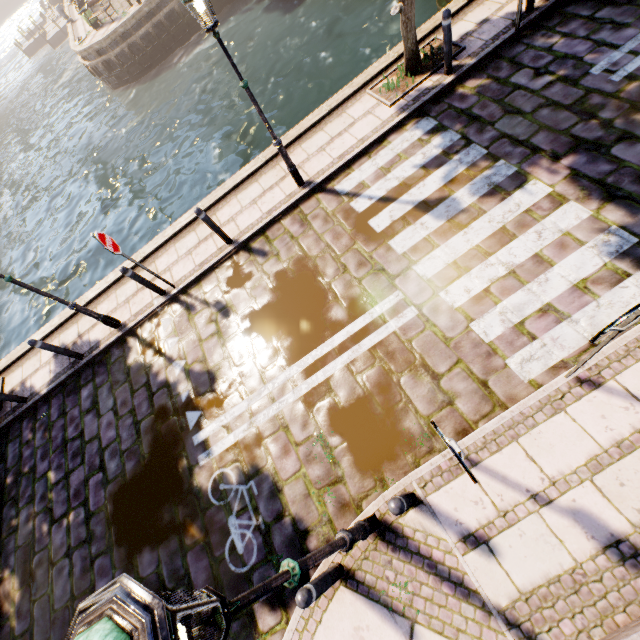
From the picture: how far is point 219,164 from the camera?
13.38m

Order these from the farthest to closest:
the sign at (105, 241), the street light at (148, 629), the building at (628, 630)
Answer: the sign at (105, 241), the building at (628, 630), the street light at (148, 629)

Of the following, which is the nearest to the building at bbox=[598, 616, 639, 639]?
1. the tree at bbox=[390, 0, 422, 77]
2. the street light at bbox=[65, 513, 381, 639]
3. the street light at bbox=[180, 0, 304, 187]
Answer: the street light at bbox=[65, 513, 381, 639]

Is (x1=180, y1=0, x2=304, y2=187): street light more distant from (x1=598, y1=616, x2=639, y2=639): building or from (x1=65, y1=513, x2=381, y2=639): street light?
(x1=598, y1=616, x2=639, y2=639): building

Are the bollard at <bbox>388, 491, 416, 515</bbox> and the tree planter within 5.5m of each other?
no

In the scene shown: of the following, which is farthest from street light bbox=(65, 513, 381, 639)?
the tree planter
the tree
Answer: the tree planter

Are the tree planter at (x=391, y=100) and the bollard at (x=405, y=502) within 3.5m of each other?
no

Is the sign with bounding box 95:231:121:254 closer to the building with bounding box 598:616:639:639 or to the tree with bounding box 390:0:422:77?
the tree with bounding box 390:0:422:77
